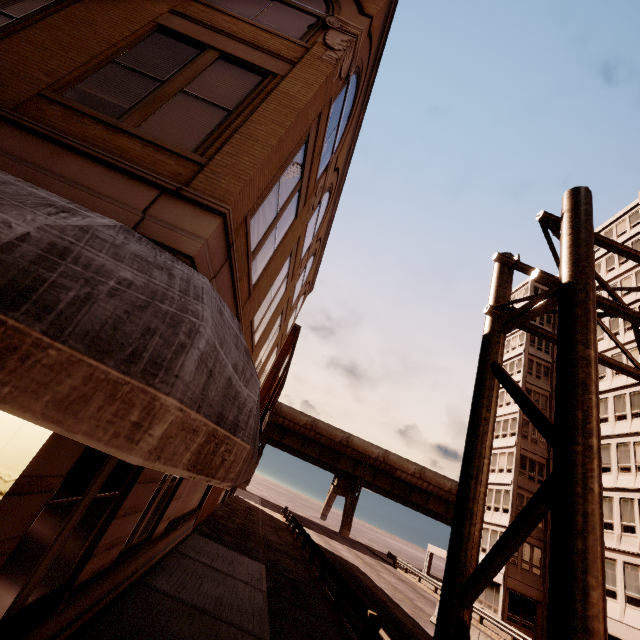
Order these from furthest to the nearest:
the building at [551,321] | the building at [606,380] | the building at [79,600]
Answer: the building at [551,321] < the building at [606,380] < the building at [79,600]

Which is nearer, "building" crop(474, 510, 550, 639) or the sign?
the sign

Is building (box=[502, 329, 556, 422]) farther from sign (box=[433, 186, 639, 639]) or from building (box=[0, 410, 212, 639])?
building (box=[0, 410, 212, 639])

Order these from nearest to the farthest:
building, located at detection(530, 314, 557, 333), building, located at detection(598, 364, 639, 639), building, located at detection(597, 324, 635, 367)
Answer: building, located at detection(598, 364, 639, 639) < building, located at detection(597, 324, 635, 367) < building, located at detection(530, 314, 557, 333)

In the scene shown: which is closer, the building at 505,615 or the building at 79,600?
the building at 79,600

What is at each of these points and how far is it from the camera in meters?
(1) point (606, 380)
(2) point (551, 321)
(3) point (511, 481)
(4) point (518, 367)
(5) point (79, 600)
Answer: (1) building, 26.3 m
(2) building, 40.7 m
(3) building, 31.2 m
(4) building, 37.9 m
(5) building, 4.9 m

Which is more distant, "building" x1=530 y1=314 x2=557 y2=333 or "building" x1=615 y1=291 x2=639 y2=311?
"building" x1=530 y1=314 x2=557 y2=333

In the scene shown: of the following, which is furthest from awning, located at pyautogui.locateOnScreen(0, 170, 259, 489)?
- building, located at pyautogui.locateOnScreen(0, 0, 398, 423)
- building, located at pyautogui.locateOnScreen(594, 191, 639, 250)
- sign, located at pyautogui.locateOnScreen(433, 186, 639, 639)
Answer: building, located at pyautogui.locateOnScreen(594, 191, 639, 250)
